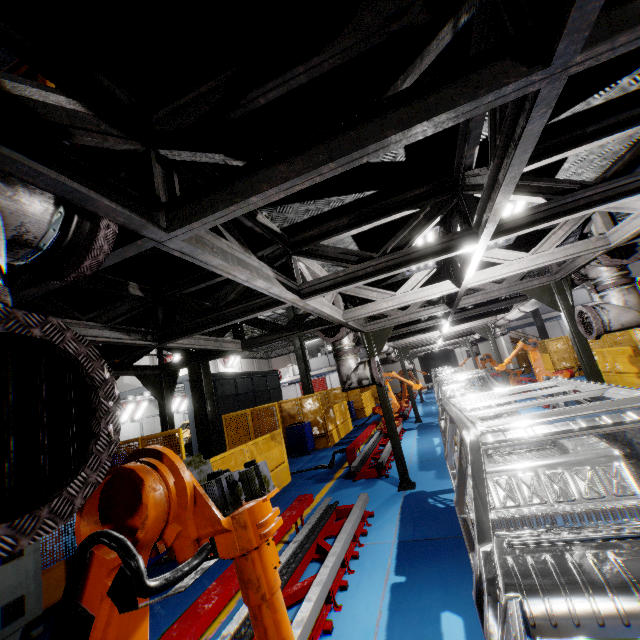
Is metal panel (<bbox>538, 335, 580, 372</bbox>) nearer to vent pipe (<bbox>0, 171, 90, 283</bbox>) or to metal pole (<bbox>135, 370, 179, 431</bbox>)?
metal pole (<bbox>135, 370, 179, 431</bbox>)

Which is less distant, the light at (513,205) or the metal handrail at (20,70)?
the metal handrail at (20,70)

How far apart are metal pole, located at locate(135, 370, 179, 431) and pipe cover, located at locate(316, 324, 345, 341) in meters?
3.0 m

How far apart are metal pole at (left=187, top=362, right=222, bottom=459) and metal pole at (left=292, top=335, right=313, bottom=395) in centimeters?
617cm

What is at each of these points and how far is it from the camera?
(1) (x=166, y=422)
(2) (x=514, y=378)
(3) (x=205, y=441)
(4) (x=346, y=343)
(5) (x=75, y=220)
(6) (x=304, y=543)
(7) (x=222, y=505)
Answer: (1) metal pole, 6.3m
(2) robot arm, 15.6m
(3) metal pole, 8.1m
(4) vent pipe, 6.4m
(5) vent pipe, 1.5m
(6) metal platform, 4.7m
(7) robot arm, 1.3m

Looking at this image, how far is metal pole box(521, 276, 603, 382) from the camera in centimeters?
593cm

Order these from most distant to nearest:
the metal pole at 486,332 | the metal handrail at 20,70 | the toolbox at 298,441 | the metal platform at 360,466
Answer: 1. the metal pole at 486,332
2. the toolbox at 298,441
3. the metal platform at 360,466
4. the metal handrail at 20,70

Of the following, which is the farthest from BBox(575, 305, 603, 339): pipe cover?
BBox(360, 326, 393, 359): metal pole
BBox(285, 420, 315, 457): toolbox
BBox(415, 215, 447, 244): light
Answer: BBox(285, 420, 315, 457): toolbox
